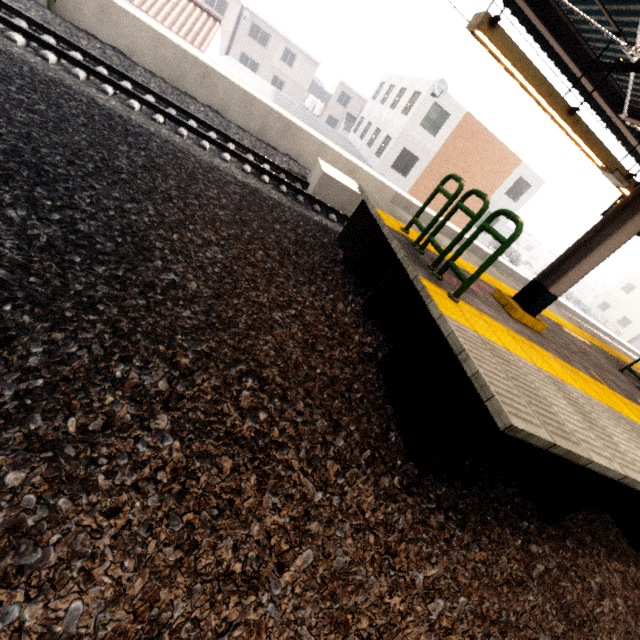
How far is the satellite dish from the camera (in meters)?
19.20

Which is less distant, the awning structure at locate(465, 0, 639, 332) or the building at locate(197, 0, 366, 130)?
the awning structure at locate(465, 0, 639, 332)

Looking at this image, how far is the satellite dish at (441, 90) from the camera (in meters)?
19.20

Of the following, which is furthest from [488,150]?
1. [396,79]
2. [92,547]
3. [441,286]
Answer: [92,547]

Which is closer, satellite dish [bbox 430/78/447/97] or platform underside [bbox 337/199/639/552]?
platform underside [bbox 337/199/639/552]

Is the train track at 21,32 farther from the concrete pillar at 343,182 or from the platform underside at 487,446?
the platform underside at 487,446

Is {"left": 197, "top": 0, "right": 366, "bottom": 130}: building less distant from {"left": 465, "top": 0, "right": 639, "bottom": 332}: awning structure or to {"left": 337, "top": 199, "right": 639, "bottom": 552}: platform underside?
{"left": 465, "top": 0, "right": 639, "bottom": 332}: awning structure

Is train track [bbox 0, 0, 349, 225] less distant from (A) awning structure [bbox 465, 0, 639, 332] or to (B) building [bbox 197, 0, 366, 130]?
(A) awning structure [bbox 465, 0, 639, 332]
